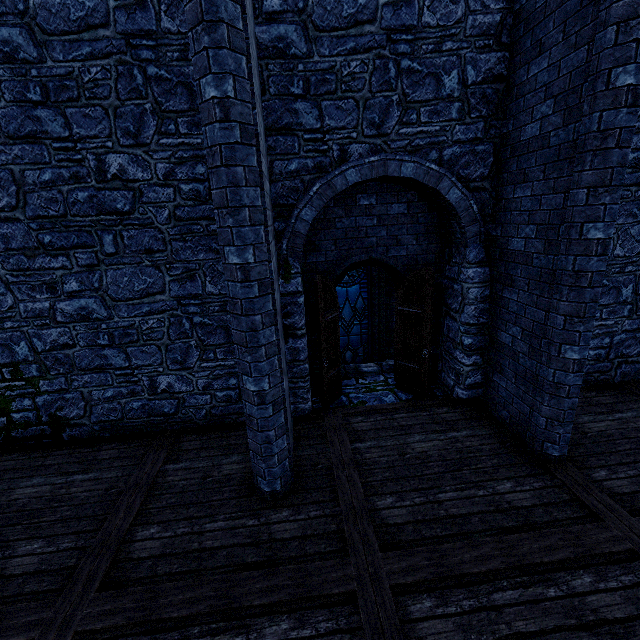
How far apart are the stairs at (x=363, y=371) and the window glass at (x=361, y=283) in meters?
1.1

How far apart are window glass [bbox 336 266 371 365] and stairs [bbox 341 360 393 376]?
1.1 meters

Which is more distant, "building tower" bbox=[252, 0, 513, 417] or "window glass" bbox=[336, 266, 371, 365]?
"window glass" bbox=[336, 266, 371, 365]

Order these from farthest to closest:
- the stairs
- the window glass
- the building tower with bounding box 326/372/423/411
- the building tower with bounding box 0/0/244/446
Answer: the window glass
the stairs
the building tower with bounding box 326/372/423/411
the building tower with bounding box 0/0/244/446

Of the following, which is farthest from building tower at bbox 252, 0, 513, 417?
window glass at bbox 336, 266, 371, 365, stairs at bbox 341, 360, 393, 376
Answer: window glass at bbox 336, 266, 371, 365

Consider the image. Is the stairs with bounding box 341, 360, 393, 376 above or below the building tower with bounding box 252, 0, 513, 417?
below

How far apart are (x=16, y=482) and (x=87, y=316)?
2.69m

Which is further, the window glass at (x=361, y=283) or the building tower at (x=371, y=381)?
the window glass at (x=361, y=283)
